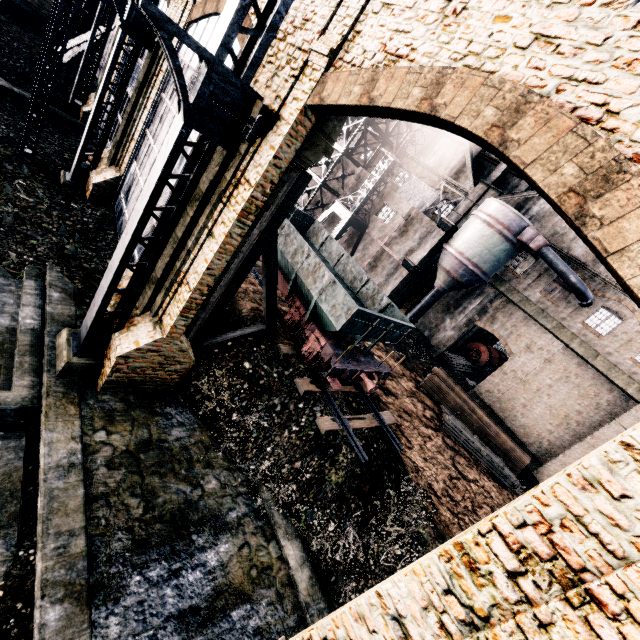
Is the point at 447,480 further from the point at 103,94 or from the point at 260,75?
the point at 103,94

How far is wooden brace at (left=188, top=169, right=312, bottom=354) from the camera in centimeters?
1023cm

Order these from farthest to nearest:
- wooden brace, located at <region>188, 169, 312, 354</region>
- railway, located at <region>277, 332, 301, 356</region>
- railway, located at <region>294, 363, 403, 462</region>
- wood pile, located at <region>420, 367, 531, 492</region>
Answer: wood pile, located at <region>420, 367, 531, 492</region>
railway, located at <region>277, 332, 301, 356</region>
railway, located at <region>294, 363, 403, 462</region>
wooden brace, located at <region>188, 169, 312, 354</region>

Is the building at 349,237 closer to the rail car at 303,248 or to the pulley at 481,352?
the pulley at 481,352

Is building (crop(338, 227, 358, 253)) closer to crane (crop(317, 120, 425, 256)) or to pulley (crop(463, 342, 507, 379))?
crane (crop(317, 120, 425, 256))

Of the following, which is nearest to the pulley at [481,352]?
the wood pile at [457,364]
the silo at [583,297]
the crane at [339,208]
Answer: the wood pile at [457,364]

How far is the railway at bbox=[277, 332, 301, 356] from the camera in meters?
14.5

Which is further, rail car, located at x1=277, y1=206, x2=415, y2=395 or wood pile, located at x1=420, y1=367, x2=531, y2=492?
wood pile, located at x1=420, y1=367, x2=531, y2=492
